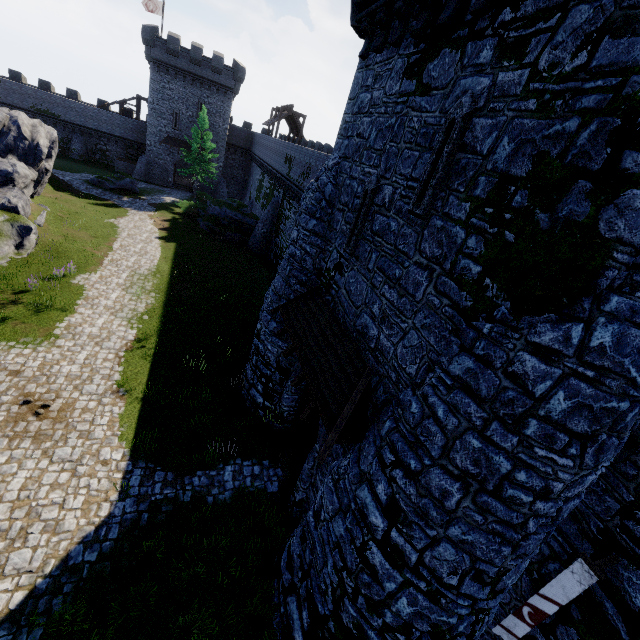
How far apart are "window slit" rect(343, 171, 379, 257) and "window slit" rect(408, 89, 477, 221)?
1.5 meters

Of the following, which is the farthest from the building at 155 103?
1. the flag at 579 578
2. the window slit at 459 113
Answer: the flag at 579 578

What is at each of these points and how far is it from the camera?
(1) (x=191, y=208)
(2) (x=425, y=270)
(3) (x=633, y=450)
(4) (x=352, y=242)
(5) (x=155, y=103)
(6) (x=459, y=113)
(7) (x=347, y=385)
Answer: (1) bush, 35.9m
(2) building, 6.1m
(3) building, 5.5m
(4) window slit, 8.8m
(5) building, 40.9m
(6) window slit, 5.6m
(7) awning, 7.3m

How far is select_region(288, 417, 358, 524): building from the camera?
8.48m

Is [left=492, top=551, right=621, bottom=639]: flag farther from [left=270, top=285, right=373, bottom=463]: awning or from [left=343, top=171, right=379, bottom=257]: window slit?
[left=343, top=171, right=379, bottom=257]: window slit

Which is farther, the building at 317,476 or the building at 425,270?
the building at 317,476

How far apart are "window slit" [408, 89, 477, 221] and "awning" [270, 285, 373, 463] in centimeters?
308cm

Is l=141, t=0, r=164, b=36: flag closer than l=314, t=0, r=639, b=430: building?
No
